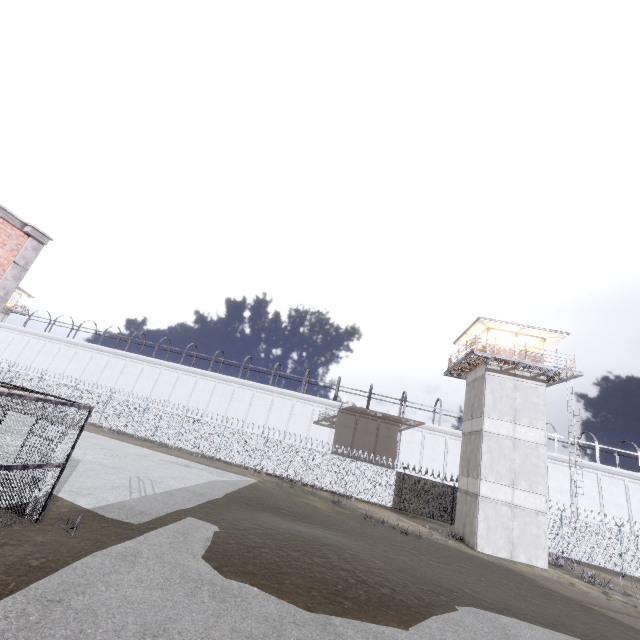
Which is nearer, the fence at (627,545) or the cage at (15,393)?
the cage at (15,393)

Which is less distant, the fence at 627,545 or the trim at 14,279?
the trim at 14,279

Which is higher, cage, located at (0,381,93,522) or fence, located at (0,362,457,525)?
cage, located at (0,381,93,522)

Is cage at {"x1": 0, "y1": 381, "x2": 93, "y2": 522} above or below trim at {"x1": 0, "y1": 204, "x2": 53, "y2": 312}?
below

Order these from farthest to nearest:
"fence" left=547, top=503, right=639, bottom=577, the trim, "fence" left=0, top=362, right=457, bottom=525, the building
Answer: "fence" left=0, top=362, right=457, bottom=525, "fence" left=547, top=503, right=639, bottom=577, the building, the trim

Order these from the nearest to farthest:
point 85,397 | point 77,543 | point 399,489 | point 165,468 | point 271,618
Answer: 1. point 271,618
2. point 77,543
3. point 165,468
4. point 399,489
5. point 85,397

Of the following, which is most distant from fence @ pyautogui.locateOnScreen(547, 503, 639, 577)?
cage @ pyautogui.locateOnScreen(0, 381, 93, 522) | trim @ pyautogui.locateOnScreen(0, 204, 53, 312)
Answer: trim @ pyautogui.locateOnScreen(0, 204, 53, 312)

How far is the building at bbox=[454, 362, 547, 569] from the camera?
19.4m
